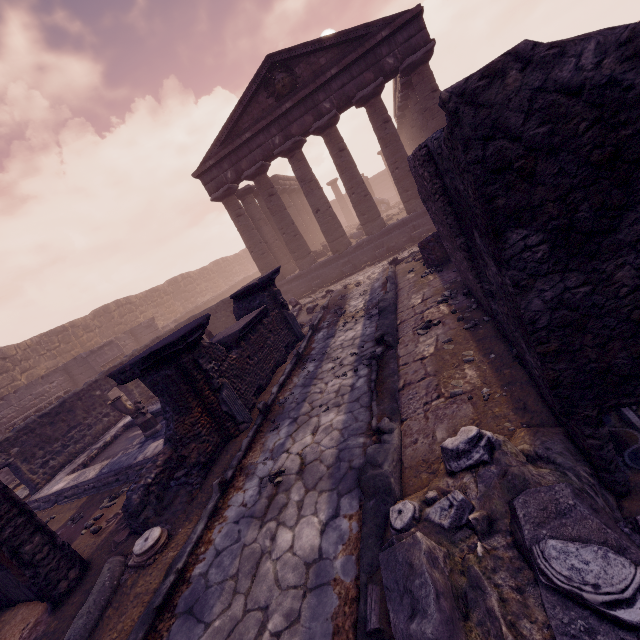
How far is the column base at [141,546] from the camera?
3.93m

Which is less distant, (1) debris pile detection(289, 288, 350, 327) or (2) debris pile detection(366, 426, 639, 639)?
(2) debris pile detection(366, 426, 639, 639)

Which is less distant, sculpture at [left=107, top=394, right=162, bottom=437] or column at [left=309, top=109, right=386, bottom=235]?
sculpture at [left=107, top=394, right=162, bottom=437]

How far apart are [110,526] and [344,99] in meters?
15.8 m

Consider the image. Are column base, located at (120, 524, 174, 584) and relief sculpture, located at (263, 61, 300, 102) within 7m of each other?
no

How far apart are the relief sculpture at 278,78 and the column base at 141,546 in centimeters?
1575cm

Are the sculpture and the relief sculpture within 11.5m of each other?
no

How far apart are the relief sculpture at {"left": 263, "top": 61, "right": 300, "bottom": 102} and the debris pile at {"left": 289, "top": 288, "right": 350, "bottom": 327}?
8.8m
